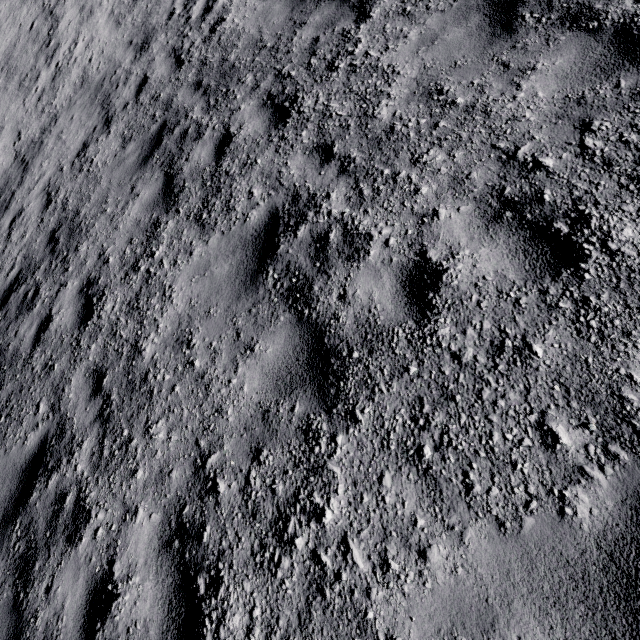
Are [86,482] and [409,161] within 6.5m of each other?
yes
